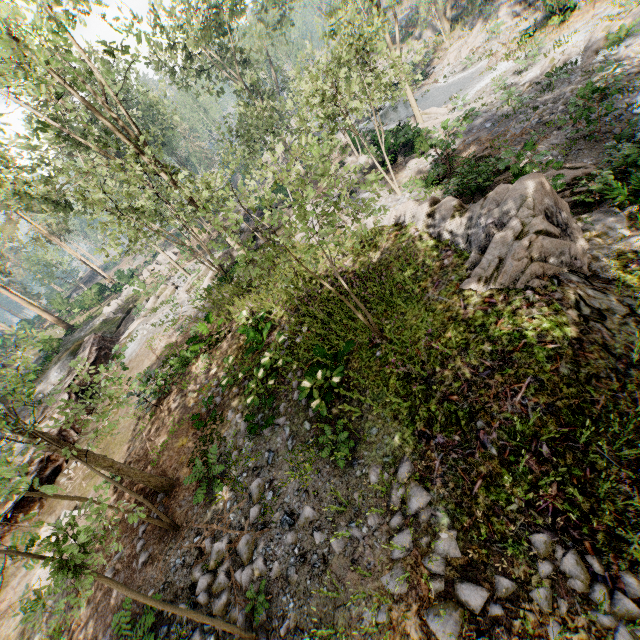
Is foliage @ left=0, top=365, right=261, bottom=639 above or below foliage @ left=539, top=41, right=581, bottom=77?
above

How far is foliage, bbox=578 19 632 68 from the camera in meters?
16.8 m

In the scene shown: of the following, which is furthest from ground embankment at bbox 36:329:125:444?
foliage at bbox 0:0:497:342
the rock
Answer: the rock

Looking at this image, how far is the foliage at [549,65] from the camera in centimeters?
1842cm

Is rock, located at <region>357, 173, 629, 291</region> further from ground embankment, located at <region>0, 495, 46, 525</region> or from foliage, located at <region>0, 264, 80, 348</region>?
ground embankment, located at <region>0, 495, 46, 525</region>

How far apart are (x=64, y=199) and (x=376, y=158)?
22.87m

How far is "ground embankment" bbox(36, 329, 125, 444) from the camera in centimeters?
1609cm

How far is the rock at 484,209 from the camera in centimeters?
723cm
